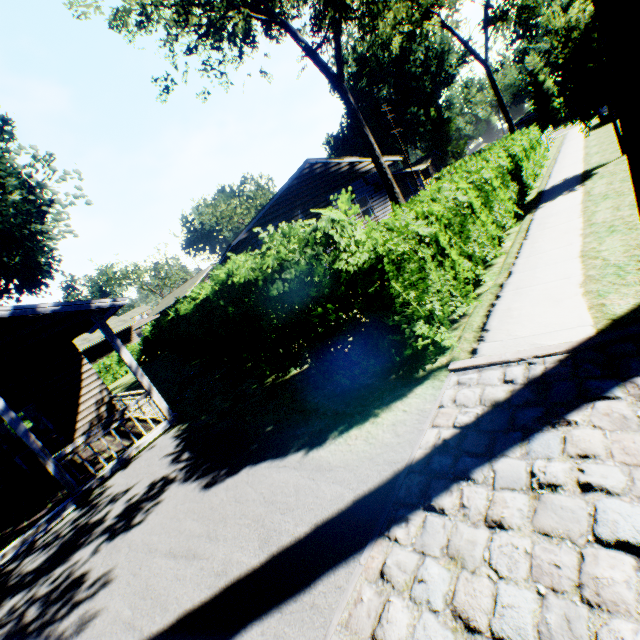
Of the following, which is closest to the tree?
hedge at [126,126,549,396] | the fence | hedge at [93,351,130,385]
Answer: the fence

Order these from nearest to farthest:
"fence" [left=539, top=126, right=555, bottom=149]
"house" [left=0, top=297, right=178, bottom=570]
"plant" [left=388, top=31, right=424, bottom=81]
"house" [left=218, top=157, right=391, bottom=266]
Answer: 1. "house" [left=0, top=297, right=178, bottom=570]
2. "plant" [left=388, top=31, right=424, bottom=81]
3. "house" [left=218, top=157, right=391, bottom=266]
4. "fence" [left=539, top=126, right=555, bottom=149]

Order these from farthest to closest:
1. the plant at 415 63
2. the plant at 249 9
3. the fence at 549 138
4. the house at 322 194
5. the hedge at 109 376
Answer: the hedge at 109 376
the fence at 549 138
the house at 322 194
the plant at 415 63
the plant at 249 9

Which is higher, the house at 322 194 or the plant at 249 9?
the plant at 249 9

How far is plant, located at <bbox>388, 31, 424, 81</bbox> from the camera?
17.5m

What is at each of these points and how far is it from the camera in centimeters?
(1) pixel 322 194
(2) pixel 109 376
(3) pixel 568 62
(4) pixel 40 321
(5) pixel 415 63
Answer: (1) house, 1944cm
(2) hedge, 3006cm
(3) plant, 1092cm
(4) house, 747cm
(5) plant, 5891cm

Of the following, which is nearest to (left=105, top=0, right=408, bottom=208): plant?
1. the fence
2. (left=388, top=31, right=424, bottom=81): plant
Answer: the fence
